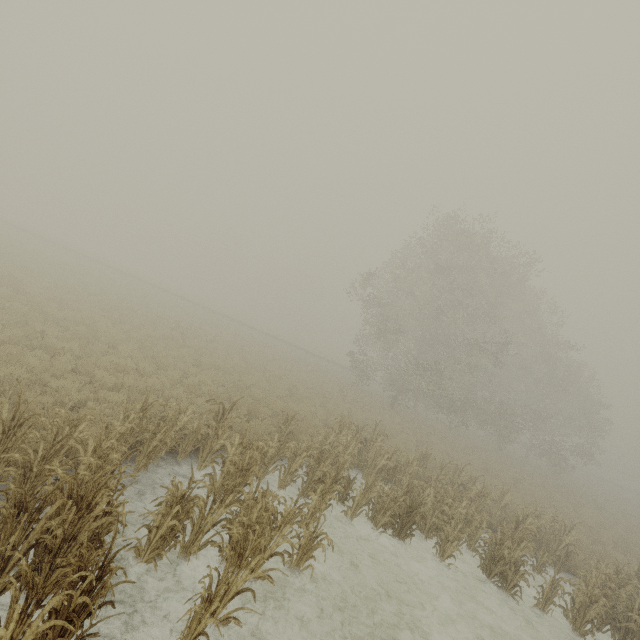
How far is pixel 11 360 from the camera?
8.38m
